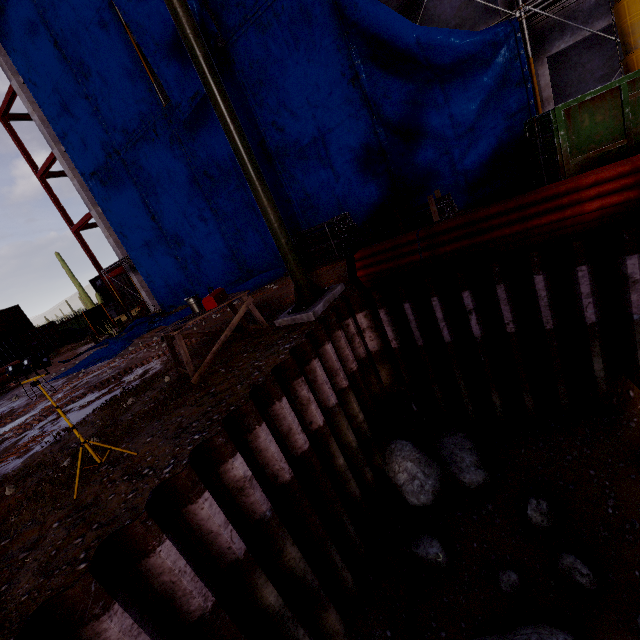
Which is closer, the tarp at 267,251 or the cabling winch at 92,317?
the tarp at 267,251

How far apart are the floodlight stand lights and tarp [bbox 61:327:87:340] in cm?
3057

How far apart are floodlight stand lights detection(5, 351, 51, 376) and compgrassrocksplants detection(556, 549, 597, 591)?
7.08m

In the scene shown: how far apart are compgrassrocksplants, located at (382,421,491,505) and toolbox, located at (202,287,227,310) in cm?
416

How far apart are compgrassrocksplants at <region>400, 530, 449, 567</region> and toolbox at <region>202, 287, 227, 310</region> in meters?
5.2 m

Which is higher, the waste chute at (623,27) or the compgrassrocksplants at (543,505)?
the waste chute at (623,27)

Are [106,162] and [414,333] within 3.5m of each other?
no

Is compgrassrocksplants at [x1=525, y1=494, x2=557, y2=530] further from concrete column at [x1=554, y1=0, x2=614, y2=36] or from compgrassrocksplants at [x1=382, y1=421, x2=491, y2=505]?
concrete column at [x1=554, y1=0, x2=614, y2=36]
